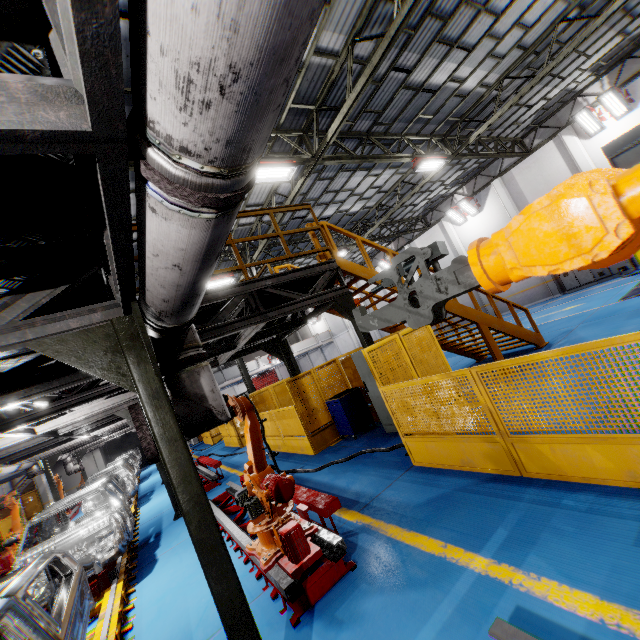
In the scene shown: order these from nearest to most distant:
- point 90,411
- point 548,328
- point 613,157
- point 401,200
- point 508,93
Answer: point 90,411 < point 613,157 < point 548,328 < point 508,93 < point 401,200

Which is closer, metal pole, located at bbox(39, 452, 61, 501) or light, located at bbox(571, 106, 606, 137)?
metal pole, located at bbox(39, 452, 61, 501)

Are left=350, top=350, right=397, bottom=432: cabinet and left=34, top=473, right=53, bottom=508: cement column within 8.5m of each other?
no

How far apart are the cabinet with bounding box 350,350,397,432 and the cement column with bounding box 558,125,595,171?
16.1 meters

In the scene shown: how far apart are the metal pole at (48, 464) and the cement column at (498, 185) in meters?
26.7 m

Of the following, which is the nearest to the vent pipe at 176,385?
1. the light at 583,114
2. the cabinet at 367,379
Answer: the cabinet at 367,379

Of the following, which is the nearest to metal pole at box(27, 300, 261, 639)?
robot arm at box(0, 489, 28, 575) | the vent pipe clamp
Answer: the vent pipe clamp

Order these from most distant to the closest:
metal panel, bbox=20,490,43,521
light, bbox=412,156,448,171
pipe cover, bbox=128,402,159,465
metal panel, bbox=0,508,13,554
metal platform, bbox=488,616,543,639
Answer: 1. metal panel, bbox=20,490,43,521
2. metal panel, bbox=0,508,13,554
3. light, bbox=412,156,448,171
4. pipe cover, bbox=128,402,159,465
5. metal platform, bbox=488,616,543,639
